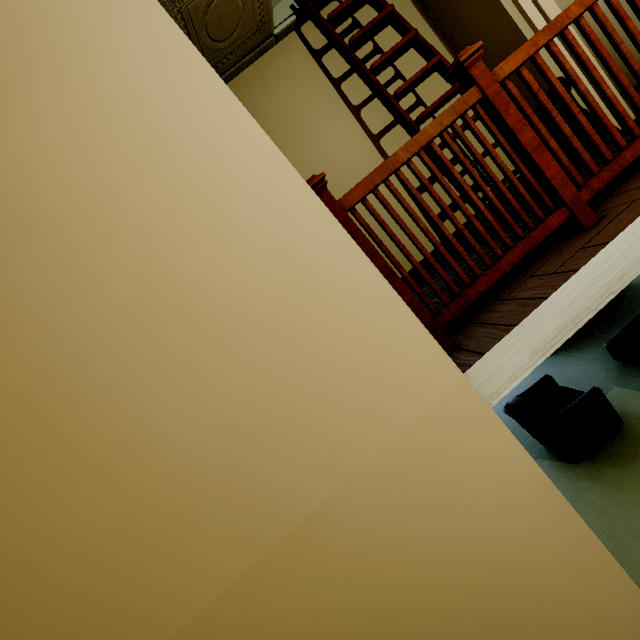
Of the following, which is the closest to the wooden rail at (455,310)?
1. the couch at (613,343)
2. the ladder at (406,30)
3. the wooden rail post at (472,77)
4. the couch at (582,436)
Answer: the wooden rail post at (472,77)

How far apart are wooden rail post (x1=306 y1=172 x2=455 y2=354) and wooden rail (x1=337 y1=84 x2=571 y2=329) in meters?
0.0 m

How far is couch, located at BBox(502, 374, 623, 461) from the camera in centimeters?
373cm

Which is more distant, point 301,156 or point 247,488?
point 301,156

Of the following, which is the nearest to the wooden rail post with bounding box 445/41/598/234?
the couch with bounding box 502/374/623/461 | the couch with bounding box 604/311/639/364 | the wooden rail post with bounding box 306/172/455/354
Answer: the wooden rail post with bounding box 306/172/455/354

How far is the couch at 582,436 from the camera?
3.73m

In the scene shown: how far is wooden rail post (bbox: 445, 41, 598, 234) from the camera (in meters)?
1.57

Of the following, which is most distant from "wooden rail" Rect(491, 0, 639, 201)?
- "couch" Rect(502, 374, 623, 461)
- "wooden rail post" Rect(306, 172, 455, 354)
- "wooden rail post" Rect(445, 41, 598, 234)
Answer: "couch" Rect(502, 374, 623, 461)
